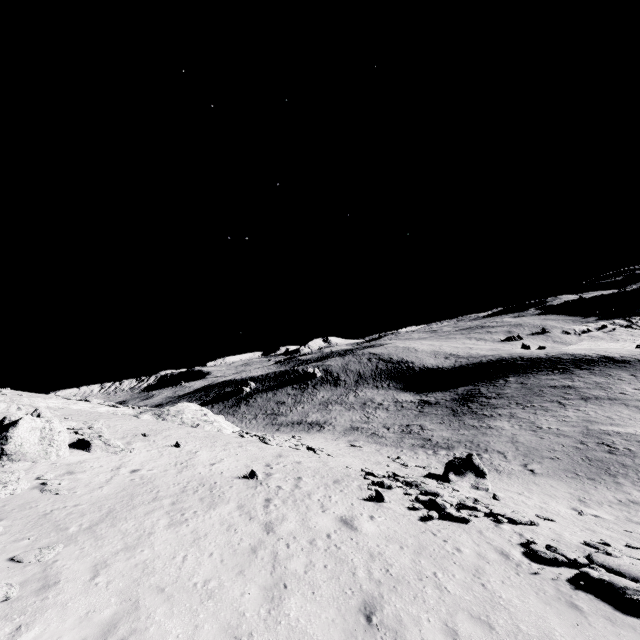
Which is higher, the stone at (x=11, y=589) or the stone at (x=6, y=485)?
the stone at (x=6, y=485)

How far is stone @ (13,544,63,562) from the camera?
8.9 meters

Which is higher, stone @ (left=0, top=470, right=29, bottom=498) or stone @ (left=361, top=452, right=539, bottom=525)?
stone @ (left=0, top=470, right=29, bottom=498)

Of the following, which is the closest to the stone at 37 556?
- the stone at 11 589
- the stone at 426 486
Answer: the stone at 11 589

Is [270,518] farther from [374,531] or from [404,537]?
[404,537]

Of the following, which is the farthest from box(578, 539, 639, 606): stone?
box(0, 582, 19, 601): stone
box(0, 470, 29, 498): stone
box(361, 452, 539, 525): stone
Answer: box(0, 470, 29, 498): stone

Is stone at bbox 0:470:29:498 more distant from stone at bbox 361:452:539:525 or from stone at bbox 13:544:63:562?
stone at bbox 361:452:539:525

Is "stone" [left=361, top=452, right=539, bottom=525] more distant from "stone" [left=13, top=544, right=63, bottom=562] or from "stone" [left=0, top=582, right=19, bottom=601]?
"stone" [left=0, top=582, right=19, bottom=601]
